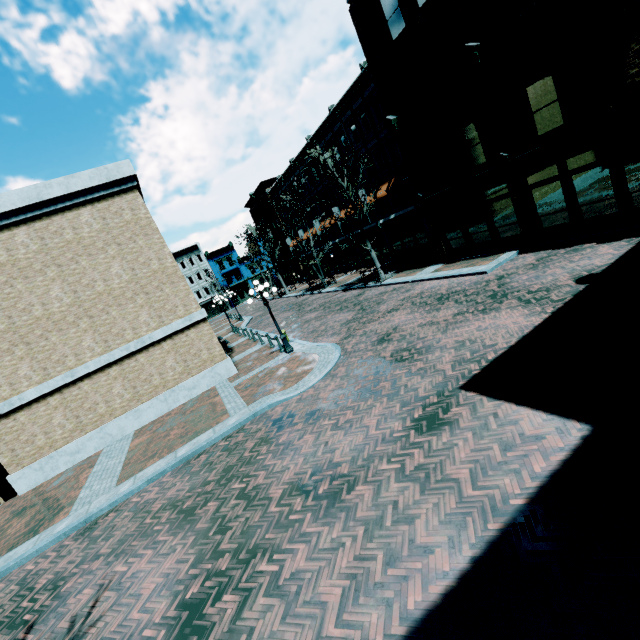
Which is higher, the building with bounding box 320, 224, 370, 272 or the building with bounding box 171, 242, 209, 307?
the building with bounding box 171, 242, 209, 307

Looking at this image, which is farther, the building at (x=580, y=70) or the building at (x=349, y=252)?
the building at (x=349, y=252)

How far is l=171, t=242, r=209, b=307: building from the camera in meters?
58.0

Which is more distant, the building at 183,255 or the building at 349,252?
the building at 183,255

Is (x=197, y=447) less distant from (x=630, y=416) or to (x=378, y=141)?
(x=630, y=416)

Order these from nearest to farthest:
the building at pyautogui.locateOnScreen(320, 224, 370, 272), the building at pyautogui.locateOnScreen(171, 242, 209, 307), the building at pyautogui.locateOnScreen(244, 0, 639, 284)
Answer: the building at pyautogui.locateOnScreen(244, 0, 639, 284) → the building at pyautogui.locateOnScreen(320, 224, 370, 272) → the building at pyautogui.locateOnScreen(171, 242, 209, 307)

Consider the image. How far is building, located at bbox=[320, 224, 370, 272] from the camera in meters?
33.4

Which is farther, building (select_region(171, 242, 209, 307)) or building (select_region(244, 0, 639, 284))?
building (select_region(171, 242, 209, 307))
